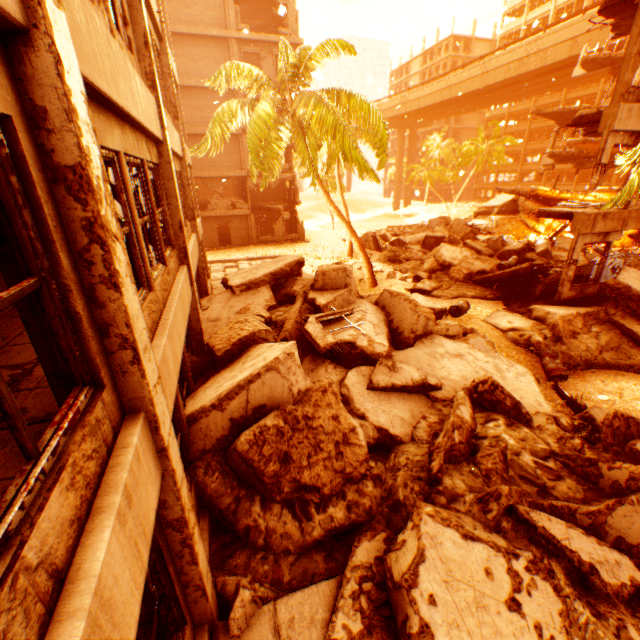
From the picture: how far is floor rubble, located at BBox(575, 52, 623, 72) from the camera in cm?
2161

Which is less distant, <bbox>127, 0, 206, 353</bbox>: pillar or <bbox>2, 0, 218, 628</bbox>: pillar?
<bbox>2, 0, 218, 628</bbox>: pillar

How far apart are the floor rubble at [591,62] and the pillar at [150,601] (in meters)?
32.35

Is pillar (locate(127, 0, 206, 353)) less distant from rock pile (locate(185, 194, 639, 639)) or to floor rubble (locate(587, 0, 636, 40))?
rock pile (locate(185, 194, 639, 639))

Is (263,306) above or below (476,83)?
below

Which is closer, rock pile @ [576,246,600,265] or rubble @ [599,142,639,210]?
rubble @ [599,142,639,210]

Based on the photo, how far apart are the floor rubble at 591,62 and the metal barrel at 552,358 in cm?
2476

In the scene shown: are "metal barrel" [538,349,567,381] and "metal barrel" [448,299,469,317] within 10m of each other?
yes
